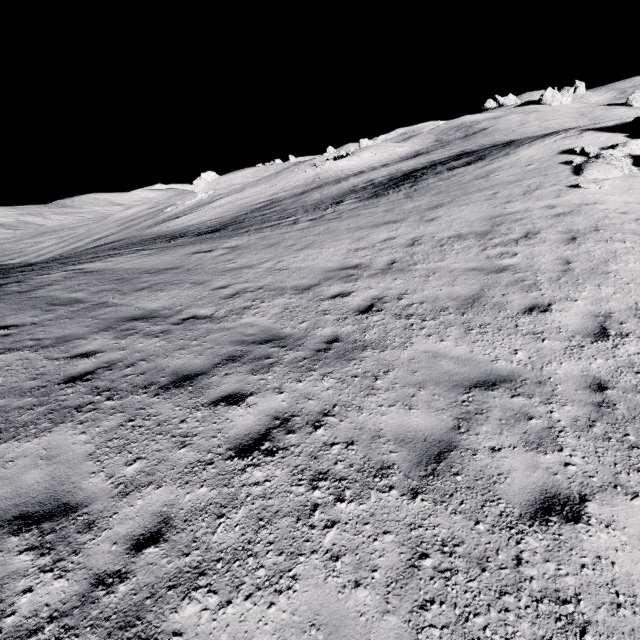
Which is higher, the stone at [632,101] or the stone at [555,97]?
the stone at [555,97]

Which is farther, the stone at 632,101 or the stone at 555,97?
the stone at 555,97

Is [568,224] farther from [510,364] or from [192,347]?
[192,347]

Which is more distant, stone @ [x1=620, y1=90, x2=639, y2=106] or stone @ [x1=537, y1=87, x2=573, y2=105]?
stone @ [x1=537, y1=87, x2=573, y2=105]

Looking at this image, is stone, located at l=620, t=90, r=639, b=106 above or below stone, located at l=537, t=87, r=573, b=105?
below

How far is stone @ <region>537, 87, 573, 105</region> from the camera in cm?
5381
